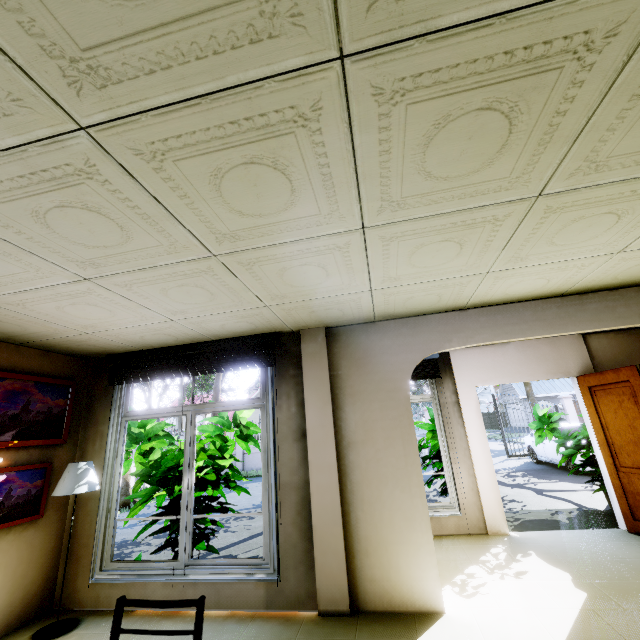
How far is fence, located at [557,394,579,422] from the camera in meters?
14.5

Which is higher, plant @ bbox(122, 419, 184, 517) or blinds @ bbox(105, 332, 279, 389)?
blinds @ bbox(105, 332, 279, 389)

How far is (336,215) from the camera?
1.8m

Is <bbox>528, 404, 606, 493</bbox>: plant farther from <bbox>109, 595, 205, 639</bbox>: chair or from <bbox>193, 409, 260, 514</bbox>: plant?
<bbox>109, 595, 205, 639</bbox>: chair

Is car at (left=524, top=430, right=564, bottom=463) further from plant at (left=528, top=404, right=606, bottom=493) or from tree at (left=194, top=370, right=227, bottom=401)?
tree at (left=194, top=370, right=227, bottom=401)

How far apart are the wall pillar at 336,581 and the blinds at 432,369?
2.0m

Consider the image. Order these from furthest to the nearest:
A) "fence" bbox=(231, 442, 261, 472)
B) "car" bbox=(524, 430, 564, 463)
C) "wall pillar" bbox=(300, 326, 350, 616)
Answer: "fence" bbox=(231, 442, 261, 472) < "car" bbox=(524, 430, 564, 463) < "wall pillar" bbox=(300, 326, 350, 616)

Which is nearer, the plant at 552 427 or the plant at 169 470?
the plant at 169 470
